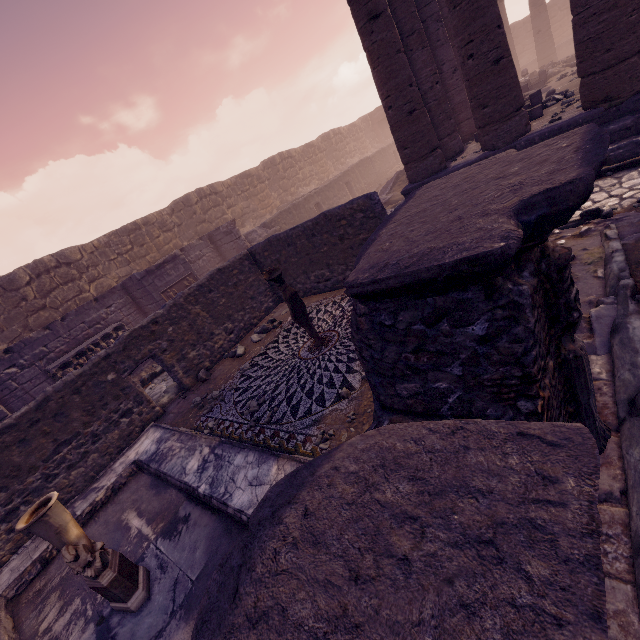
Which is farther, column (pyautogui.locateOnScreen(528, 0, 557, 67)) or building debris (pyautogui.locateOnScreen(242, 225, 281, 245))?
column (pyautogui.locateOnScreen(528, 0, 557, 67))

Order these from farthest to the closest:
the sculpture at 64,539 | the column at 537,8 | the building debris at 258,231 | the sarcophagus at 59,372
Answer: the column at 537,8
the building debris at 258,231
the sarcophagus at 59,372
the sculpture at 64,539

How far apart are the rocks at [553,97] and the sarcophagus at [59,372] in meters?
15.0

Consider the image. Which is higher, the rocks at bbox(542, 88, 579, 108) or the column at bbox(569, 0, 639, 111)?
the column at bbox(569, 0, 639, 111)

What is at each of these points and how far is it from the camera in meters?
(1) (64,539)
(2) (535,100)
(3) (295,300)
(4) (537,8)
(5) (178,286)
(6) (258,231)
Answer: (1) sculpture, 3.3
(2) stone blocks, 9.7
(3) sculpture, 5.8
(4) column, 20.9
(5) relief sculpture, 12.1
(6) building debris, 15.7

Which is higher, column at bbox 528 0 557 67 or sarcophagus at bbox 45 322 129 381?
column at bbox 528 0 557 67

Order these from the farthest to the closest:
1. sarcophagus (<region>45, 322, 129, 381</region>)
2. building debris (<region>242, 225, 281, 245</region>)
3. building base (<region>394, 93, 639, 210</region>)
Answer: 1. building debris (<region>242, 225, 281, 245</region>)
2. sarcophagus (<region>45, 322, 129, 381</region>)
3. building base (<region>394, 93, 639, 210</region>)

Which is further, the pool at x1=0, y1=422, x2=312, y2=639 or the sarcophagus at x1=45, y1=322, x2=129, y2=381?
the sarcophagus at x1=45, y1=322, x2=129, y2=381
